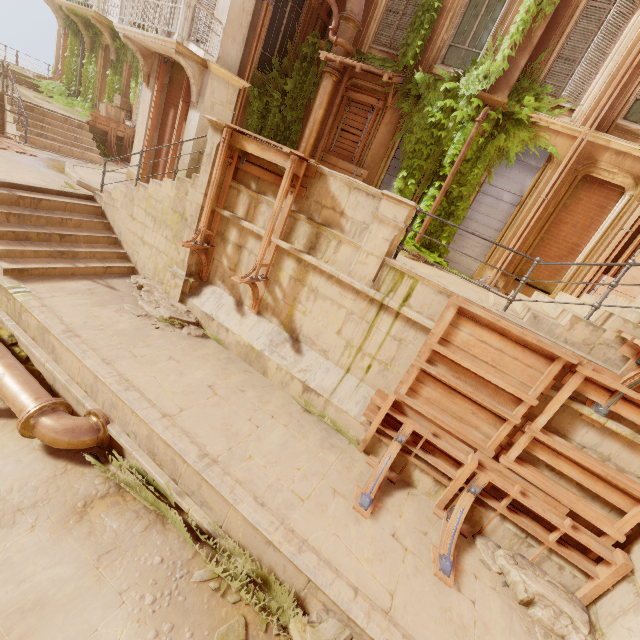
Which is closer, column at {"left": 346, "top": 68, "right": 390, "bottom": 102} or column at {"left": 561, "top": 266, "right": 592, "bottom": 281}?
column at {"left": 561, "top": 266, "right": 592, "bottom": 281}

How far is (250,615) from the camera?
4.0m

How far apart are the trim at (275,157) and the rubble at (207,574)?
6.4 meters

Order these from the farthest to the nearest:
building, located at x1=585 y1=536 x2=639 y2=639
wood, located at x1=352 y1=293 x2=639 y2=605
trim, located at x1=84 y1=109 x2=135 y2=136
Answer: trim, located at x1=84 y1=109 x2=135 y2=136
wood, located at x1=352 y1=293 x2=639 y2=605
building, located at x1=585 y1=536 x2=639 y2=639

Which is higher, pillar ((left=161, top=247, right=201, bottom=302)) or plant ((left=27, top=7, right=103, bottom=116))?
plant ((left=27, top=7, right=103, bottom=116))

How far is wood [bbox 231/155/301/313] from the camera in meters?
6.2

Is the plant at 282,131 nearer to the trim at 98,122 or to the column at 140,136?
the trim at 98,122

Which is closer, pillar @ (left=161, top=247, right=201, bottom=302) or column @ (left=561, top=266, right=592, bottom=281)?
pillar @ (left=161, top=247, right=201, bottom=302)
